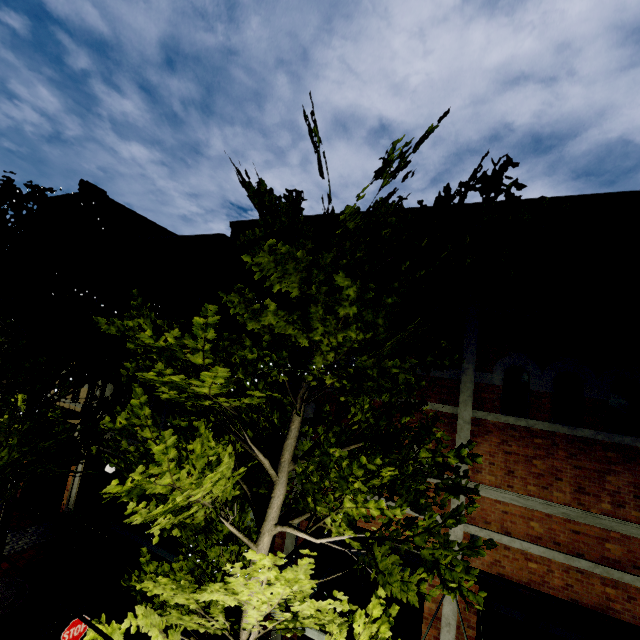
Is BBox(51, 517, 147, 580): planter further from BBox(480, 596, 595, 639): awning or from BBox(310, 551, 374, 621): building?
BBox(480, 596, 595, 639): awning

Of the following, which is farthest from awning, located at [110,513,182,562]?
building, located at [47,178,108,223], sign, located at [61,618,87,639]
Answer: sign, located at [61,618,87,639]

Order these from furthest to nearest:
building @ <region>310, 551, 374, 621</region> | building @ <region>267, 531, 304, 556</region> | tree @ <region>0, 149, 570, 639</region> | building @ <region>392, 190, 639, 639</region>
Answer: building @ <region>267, 531, 304, 556</region> → building @ <region>310, 551, 374, 621</region> → building @ <region>392, 190, 639, 639</region> → tree @ <region>0, 149, 570, 639</region>

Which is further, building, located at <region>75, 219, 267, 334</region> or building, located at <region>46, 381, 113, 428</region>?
building, located at <region>46, 381, 113, 428</region>

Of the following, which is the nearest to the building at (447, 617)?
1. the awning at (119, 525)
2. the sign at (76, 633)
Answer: the awning at (119, 525)

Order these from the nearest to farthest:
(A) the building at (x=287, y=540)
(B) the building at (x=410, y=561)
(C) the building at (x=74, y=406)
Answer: (B) the building at (x=410, y=561) < (A) the building at (x=287, y=540) < (C) the building at (x=74, y=406)

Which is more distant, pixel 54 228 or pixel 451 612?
pixel 54 228

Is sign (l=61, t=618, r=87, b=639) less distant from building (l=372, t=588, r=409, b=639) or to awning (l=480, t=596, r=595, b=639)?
awning (l=480, t=596, r=595, b=639)
